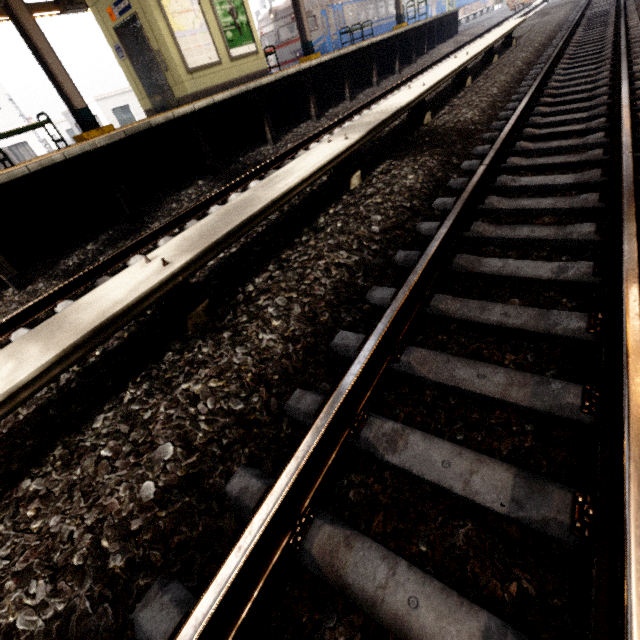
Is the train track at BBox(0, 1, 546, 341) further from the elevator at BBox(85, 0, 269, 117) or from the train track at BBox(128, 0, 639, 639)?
the elevator at BBox(85, 0, 269, 117)

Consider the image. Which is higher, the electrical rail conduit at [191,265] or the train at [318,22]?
the train at [318,22]

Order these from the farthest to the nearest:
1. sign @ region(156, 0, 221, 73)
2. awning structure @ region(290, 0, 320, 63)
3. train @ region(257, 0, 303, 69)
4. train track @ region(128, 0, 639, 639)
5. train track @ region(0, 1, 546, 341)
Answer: train @ region(257, 0, 303, 69)
awning structure @ region(290, 0, 320, 63)
sign @ region(156, 0, 221, 73)
train track @ region(0, 1, 546, 341)
train track @ region(128, 0, 639, 639)

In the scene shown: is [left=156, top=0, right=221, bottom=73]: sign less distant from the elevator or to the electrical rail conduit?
the elevator

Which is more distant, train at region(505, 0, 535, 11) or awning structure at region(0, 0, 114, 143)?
train at region(505, 0, 535, 11)

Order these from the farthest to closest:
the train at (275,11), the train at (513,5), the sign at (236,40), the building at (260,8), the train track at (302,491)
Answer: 1. the building at (260,8)
2. the train at (513,5)
3. the train at (275,11)
4. the sign at (236,40)
5. the train track at (302,491)

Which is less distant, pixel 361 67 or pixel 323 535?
pixel 323 535

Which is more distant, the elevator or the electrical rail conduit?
the elevator
